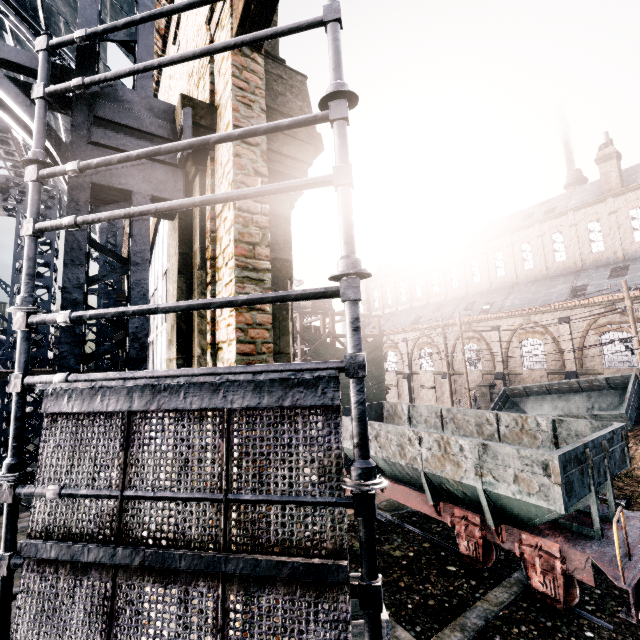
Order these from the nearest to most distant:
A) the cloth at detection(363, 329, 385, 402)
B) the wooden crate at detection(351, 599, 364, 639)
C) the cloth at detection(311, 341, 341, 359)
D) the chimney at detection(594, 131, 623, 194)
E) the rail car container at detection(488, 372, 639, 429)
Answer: the wooden crate at detection(351, 599, 364, 639) < the rail car container at detection(488, 372, 639, 429) < the cloth at detection(311, 341, 341, 359) < the cloth at detection(363, 329, 385, 402) < the chimney at detection(594, 131, 623, 194)

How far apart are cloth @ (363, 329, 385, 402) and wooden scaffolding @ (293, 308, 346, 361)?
0.01m

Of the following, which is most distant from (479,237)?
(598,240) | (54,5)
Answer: (54,5)

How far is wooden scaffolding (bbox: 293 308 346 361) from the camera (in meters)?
25.19

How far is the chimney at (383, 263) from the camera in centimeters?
5422cm

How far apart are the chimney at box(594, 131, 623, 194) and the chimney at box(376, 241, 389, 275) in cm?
2848

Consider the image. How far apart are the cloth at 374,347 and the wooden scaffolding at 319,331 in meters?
0.0

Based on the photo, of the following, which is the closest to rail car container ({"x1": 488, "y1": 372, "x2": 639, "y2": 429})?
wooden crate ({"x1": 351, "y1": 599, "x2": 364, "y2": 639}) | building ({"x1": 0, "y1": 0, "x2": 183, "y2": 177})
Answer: building ({"x1": 0, "y1": 0, "x2": 183, "y2": 177})
